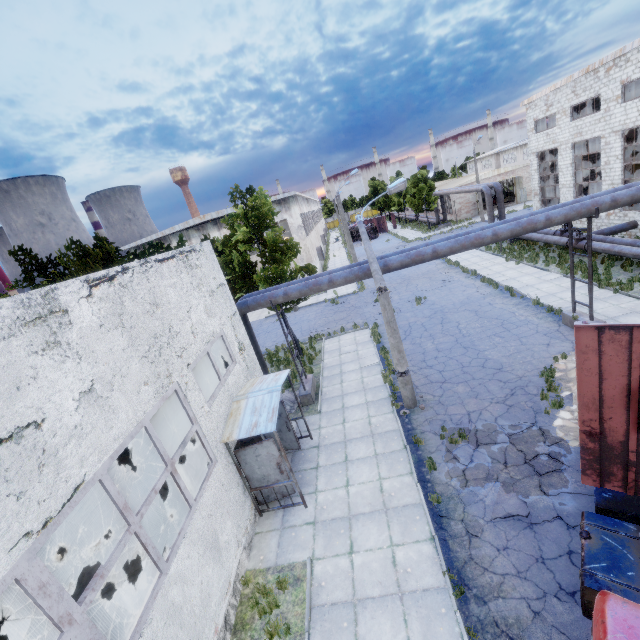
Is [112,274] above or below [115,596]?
above

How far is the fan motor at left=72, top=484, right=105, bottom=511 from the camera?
12.02m

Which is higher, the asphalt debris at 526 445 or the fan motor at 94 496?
the fan motor at 94 496

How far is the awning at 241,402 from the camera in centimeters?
862cm

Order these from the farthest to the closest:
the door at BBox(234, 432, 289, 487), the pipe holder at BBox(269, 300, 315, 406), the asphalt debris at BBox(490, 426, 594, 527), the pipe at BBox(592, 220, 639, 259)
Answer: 1. the pipe at BBox(592, 220, 639, 259)
2. the pipe holder at BBox(269, 300, 315, 406)
3. the door at BBox(234, 432, 289, 487)
4. the asphalt debris at BBox(490, 426, 594, 527)

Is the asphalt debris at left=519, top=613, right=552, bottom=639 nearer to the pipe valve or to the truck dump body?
the truck dump body

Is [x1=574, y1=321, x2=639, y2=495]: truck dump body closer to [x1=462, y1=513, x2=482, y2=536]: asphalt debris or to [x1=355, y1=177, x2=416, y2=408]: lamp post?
[x1=462, y1=513, x2=482, y2=536]: asphalt debris

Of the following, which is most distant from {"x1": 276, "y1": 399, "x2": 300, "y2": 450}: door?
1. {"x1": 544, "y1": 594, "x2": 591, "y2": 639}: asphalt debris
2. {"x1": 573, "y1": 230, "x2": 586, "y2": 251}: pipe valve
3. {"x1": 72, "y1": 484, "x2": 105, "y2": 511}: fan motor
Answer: {"x1": 573, "y1": 230, "x2": 586, "y2": 251}: pipe valve
